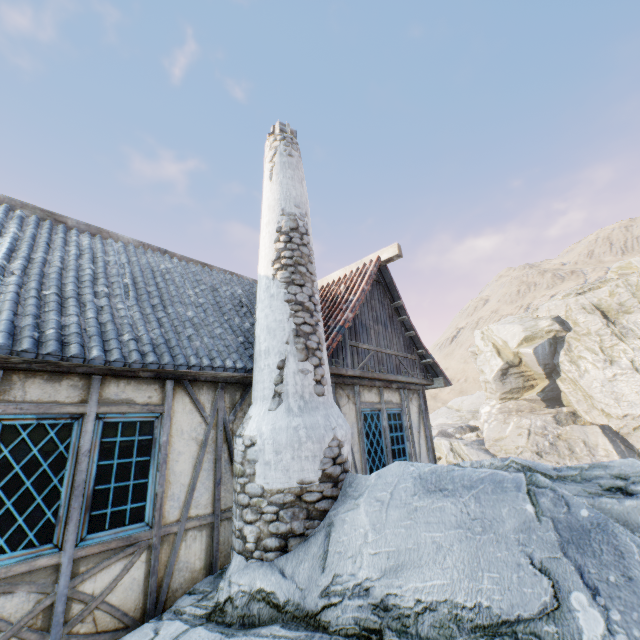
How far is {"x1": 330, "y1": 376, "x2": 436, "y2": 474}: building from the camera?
5.98m

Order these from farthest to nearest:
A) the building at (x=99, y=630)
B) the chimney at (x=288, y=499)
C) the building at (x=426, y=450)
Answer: the building at (x=426, y=450), the chimney at (x=288, y=499), the building at (x=99, y=630)

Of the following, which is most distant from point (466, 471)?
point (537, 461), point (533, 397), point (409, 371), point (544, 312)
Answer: point (544, 312)

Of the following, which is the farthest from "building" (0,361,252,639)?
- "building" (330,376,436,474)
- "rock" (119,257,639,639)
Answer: "building" (330,376,436,474)

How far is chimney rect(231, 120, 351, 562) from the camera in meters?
3.8 m

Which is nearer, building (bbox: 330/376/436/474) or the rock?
the rock

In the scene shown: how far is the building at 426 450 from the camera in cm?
598

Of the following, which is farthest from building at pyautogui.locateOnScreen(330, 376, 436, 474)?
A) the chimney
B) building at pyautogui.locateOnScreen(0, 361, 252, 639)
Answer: building at pyautogui.locateOnScreen(0, 361, 252, 639)
